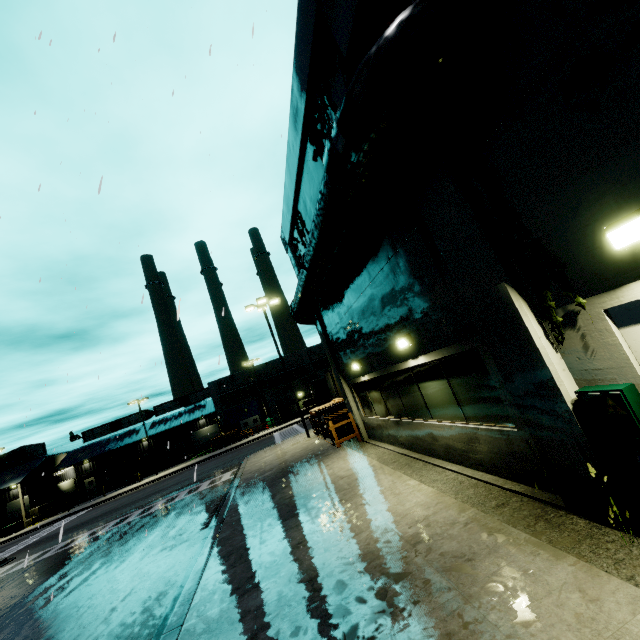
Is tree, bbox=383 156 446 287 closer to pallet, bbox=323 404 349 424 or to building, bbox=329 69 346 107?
building, bbox=329 69 346 107

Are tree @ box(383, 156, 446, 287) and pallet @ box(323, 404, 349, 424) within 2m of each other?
no

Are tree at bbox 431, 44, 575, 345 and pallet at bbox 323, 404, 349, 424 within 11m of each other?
no

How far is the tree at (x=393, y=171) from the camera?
5.8m

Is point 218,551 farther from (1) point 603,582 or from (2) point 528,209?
(2) point 528,209

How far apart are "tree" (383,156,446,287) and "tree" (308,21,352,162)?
0.65m

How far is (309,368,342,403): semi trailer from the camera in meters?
27.2 m

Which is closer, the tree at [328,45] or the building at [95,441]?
the tree at [328,45]
